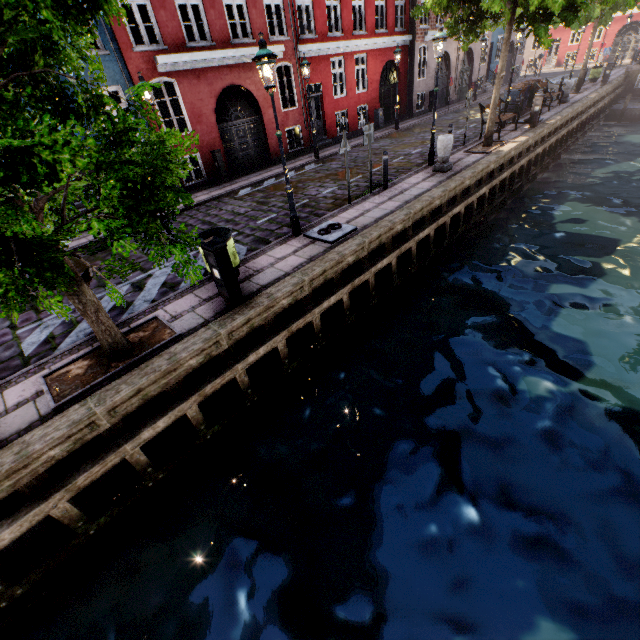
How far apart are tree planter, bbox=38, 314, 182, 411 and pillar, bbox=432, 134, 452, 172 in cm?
1024

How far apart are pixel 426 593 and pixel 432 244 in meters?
8.4 m

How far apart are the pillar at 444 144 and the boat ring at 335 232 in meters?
5.2

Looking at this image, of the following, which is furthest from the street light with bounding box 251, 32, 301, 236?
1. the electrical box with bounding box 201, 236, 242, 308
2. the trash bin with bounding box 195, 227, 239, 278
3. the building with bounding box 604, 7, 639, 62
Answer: the building with bounding box 604, 7, 639, 62

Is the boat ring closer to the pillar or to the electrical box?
the electrical box

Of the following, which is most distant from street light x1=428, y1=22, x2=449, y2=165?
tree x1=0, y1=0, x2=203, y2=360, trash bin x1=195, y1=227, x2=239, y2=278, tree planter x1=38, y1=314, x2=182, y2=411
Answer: trash bin x1=195, y1=227, x2=239, y2=278

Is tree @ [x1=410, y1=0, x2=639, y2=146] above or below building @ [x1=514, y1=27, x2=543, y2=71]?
above

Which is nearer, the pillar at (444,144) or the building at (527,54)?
the pillar at (444,144)
